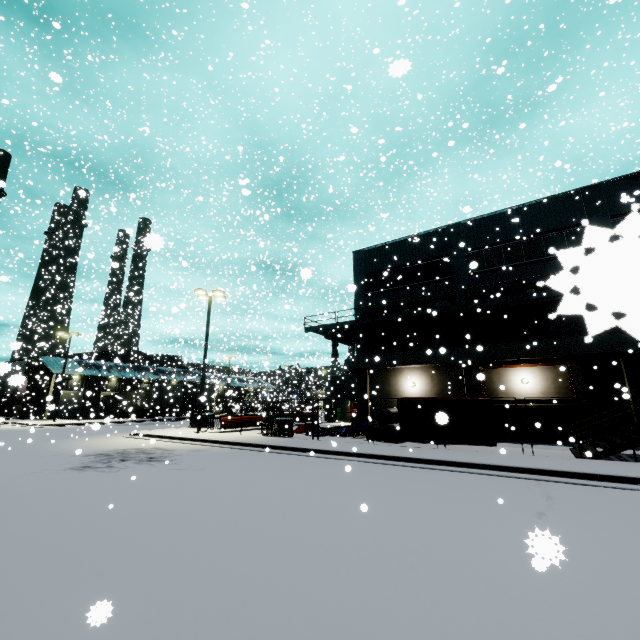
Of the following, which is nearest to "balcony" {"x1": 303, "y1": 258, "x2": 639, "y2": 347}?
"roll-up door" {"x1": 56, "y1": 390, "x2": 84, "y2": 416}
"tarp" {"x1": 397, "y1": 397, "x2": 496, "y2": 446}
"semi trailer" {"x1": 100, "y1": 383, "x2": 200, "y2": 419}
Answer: "tarp" {"x1": 397, "y1": 397, "x2": 496, "y2": 446}

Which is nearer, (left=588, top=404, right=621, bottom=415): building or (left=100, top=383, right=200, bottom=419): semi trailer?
(left=588, top=404, right=621, bottom=415): building

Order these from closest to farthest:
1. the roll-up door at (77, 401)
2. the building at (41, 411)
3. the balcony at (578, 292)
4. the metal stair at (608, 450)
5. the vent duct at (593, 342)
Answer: the balcony at (578, 292), the building at (41, 411), the metal stair at (608, 450), the vent duct at (593, 342), the roll-up door at (77, 401)

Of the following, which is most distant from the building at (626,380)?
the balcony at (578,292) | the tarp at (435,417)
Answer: the tarp at (435,417)

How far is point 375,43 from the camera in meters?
18.2 m

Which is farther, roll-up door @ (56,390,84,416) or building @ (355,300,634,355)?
roll-up door @ (56,390,84,416)

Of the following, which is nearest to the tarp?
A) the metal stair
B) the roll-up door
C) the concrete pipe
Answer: the metal stair
